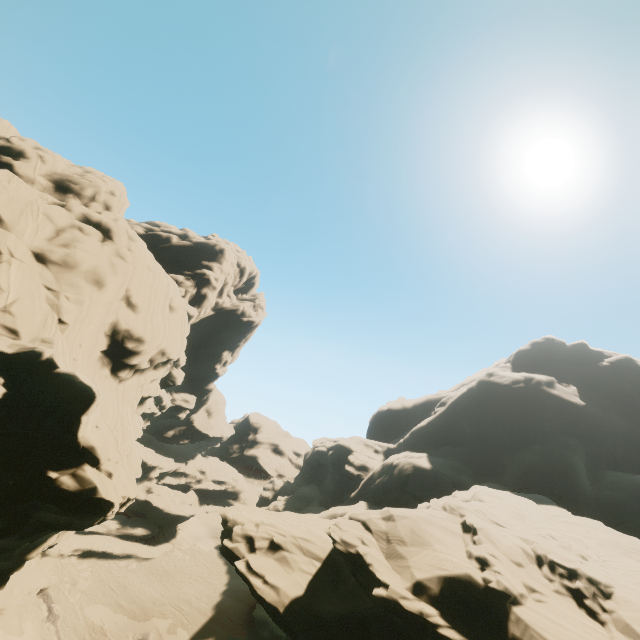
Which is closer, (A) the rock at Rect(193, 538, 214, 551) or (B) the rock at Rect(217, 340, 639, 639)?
(B) the rock at Rect(217, 340, 639, 639)

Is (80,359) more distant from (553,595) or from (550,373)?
(550,373)

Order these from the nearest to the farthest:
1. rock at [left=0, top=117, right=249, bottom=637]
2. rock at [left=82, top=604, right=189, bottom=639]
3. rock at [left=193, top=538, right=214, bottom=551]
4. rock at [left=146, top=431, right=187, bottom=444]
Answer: rock at [left=0, top=117, right=249, bottom=637] → rock at [left=82, top=604, right=189, bottom=639] → rock at [left=193, top=538, right=214, bottom=551] → rock at [left=146, top=431, right=187, bottom=444]

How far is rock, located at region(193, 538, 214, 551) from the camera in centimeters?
4391cm

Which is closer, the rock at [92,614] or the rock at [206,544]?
the rock at [92,614]

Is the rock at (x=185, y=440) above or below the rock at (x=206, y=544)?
above
